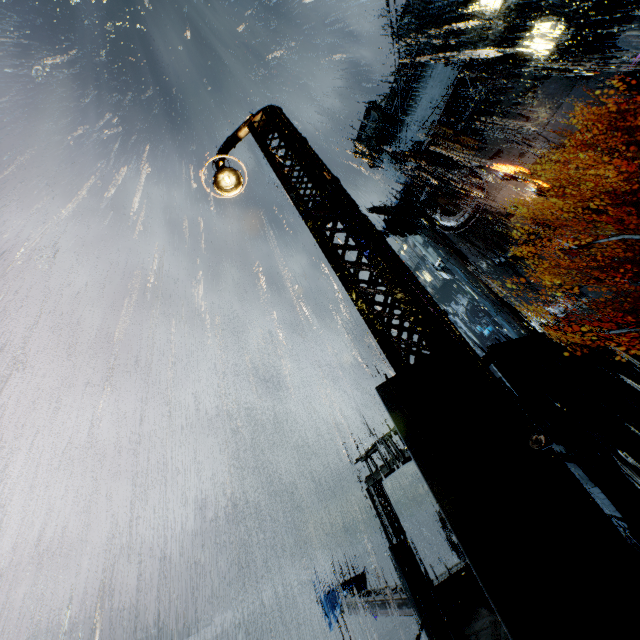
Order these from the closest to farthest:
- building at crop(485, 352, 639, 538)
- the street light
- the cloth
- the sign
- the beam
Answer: the street light < building at crop(485, 352, 639, 538) < the beam < the cloth < the sign

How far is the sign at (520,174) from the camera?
30.3 meters

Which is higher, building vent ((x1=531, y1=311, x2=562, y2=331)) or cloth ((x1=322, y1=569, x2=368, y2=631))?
building vent ((x1=531, y1=311, x2=562, y2=331))

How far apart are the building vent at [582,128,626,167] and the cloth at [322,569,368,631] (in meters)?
38.31

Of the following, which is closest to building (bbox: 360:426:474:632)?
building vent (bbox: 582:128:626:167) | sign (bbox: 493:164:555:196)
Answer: building vent (bbox: 582:128:626:167)

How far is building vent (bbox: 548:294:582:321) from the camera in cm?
3056

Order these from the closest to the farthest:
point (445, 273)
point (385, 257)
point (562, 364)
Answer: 1. point (385, 257)
2. point (562, 364)
3. point (445, 273)

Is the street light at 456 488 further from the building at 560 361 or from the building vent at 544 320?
the building vent at 544 320
